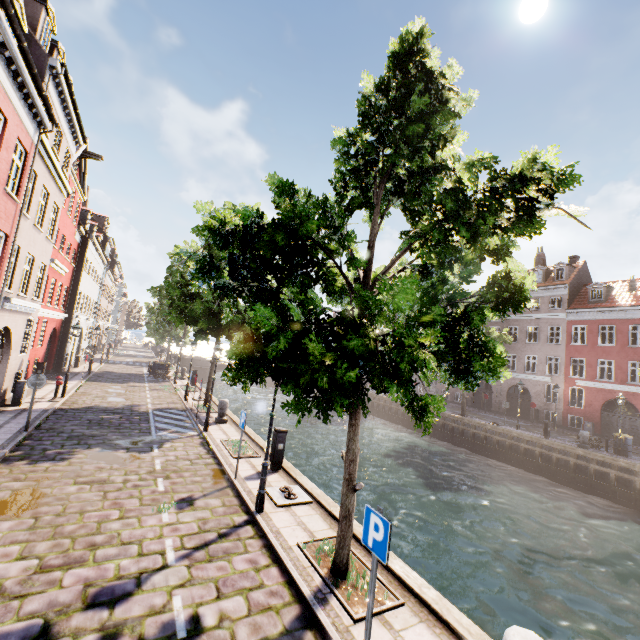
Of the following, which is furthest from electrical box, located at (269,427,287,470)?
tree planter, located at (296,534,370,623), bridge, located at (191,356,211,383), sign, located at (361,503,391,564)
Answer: bridge, located at (191,356,211,383)

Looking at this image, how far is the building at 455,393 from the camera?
38.97m

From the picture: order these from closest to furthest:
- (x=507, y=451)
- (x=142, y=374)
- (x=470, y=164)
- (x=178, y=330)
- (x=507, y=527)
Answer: (x=470, y=164)
(x=507, y=527)
(x=507, y=451)
(x=142, y=374)
(x=178, y=330)

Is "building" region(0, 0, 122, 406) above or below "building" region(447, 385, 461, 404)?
above

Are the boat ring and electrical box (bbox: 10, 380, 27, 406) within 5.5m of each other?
no

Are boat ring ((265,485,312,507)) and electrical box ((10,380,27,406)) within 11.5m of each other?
no

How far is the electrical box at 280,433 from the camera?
10.24m

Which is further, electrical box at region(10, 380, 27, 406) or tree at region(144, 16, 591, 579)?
electrical box at region(10, 380, 27, 406)
